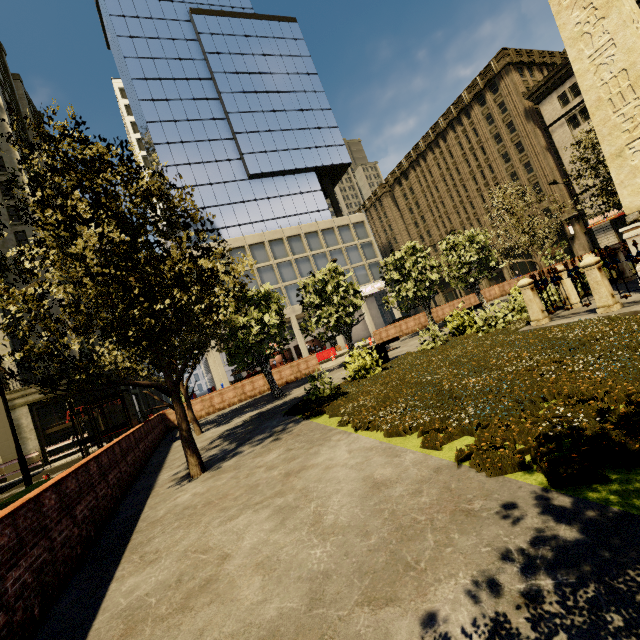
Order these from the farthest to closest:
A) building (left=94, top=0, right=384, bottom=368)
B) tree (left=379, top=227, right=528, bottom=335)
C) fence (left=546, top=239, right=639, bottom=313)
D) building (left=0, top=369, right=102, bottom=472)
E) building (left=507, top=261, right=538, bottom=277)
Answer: building (left=507, top=261, right=538, bottom=277), building (left=94, top=0, right=384, bottom=368), building (left=0, top=369, right=102, bottom=472), tree (left=379, top=227, right=528, bottom=335), fence (left=546, top=239, right=639, bottom=313)

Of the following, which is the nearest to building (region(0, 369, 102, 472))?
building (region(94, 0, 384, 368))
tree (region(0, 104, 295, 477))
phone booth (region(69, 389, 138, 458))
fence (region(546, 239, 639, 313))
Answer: tree (region(0, 104, 295, 477))

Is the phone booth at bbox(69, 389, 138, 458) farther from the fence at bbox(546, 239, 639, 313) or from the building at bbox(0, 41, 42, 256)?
the building at bbox(0, 41, 42, 256)

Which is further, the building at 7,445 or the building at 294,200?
the building at 294,200

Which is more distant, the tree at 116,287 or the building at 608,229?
the building at 608,229

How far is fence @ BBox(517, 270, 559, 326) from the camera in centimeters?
904cm

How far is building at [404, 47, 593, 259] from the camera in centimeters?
3806cm

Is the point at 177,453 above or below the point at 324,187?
below
